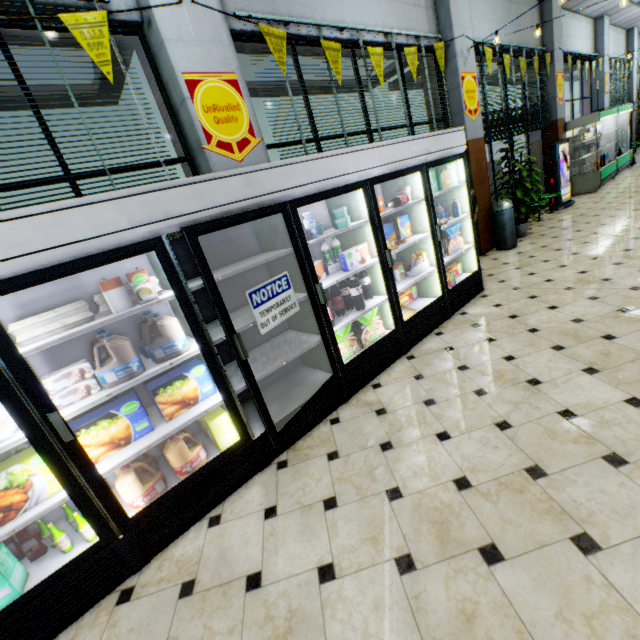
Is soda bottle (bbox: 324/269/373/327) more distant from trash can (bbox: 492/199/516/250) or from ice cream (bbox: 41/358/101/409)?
trash can (bbox: 492/199/516/250)

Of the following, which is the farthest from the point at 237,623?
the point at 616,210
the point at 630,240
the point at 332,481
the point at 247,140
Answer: the point at 616,210

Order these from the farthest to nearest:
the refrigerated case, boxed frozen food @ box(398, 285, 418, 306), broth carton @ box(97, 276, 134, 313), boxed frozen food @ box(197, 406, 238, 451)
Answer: the refrigerated case
boxed frozen food @ box(398, 285, 418, 306)
boxed frozen food @ box(197, 406, 238, 451)
broth carton @ box(97, 276, 134, 313)

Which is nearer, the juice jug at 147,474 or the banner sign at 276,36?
the juice jug at 147,474

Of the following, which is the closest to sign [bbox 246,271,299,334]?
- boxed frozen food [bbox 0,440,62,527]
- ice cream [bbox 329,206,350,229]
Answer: ice cream [bbox 329,206,350,229]

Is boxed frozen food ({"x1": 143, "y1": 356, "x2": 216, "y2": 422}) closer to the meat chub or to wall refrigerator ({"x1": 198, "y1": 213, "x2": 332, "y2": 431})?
wall refrigerator ({"x1": 198, "y1": 213, "x2": 332, "y2": 431})

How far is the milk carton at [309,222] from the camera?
2.9m

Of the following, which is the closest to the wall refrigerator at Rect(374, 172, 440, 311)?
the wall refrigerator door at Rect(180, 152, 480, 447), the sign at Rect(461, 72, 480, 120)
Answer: the wall refrigerator door at Rect(180, 152, 480, 447)
